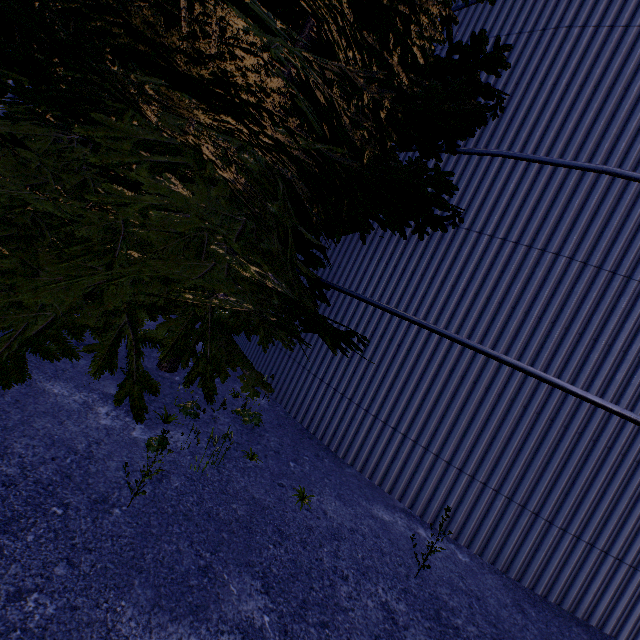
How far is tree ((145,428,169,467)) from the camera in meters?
2.8

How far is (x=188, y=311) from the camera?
4.8 meters

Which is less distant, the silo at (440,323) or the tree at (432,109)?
the tree at (432,109)

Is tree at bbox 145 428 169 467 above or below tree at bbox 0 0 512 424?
below

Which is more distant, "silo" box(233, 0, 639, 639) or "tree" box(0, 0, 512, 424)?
"silo" box(233, 0, 639, 639)

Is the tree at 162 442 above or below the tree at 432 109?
below
